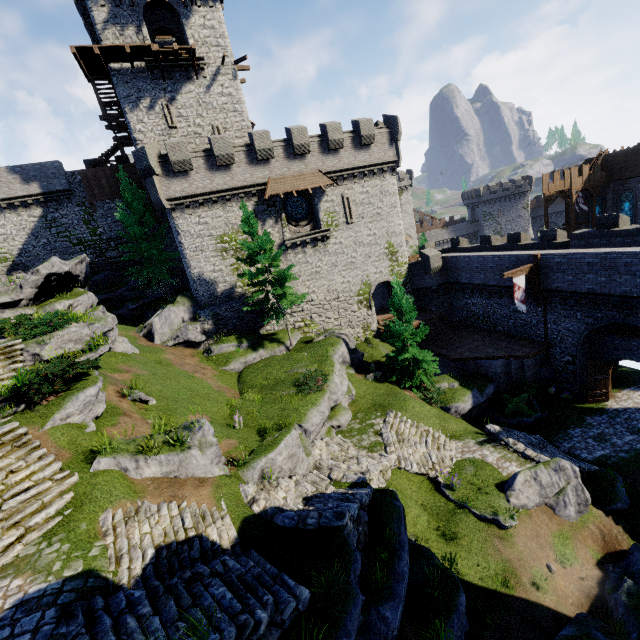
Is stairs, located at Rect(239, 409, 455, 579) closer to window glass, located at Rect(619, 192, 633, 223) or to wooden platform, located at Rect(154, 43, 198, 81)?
wooden platform, located at Rect(154, 43, 198, 81)

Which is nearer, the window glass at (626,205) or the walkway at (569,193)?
the walkway at (569,193)

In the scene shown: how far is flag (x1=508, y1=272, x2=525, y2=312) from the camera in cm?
2198

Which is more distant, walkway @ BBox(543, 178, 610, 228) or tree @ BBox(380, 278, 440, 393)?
walkway @ BBox(543, 178, 610, 228)

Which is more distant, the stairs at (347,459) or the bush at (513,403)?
the bush at (513,403)

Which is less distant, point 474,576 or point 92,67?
point 474,576

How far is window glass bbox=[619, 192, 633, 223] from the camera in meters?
36.8

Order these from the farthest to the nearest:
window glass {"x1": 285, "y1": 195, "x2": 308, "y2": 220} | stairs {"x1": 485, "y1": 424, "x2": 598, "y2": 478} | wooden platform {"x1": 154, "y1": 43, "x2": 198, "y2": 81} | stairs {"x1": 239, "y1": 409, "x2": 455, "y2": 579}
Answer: window glass {"x1": 285, "y1": 195, "x2": 308, "y2": 220} → wooden platform {"x1": 154, "y1": 43, "x2": 198, "y2": 81} → stairs {"x1": 485, "y1": 424, "x2": 598, "y2": 478} → stairs {"x1": 239, "y1": 409, "x2": 455, "y2": 579}
